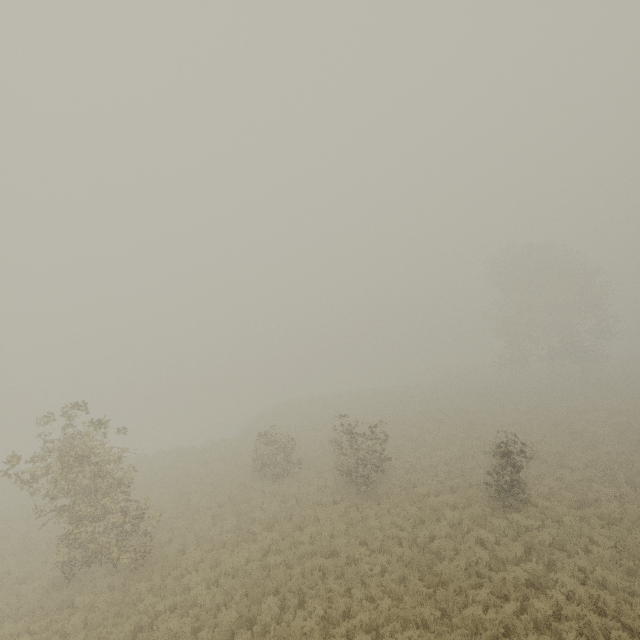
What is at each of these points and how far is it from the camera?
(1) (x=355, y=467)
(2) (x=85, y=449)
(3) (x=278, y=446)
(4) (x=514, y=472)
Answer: (1) tree, 17.1m
(2) tree, 12.0m
(3) tree, 19.7m
(4) tree, 13.4m

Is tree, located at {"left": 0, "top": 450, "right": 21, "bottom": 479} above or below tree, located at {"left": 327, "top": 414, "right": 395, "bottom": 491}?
above

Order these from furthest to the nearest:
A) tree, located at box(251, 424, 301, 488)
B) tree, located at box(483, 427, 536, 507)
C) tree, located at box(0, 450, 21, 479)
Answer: tree, located at box(251, 424, 301, 488) → tree, located at box(483, 427, 536, 507) → tree, located at box(0, 450, 21, 479)

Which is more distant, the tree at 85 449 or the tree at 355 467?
the tree at 355 467

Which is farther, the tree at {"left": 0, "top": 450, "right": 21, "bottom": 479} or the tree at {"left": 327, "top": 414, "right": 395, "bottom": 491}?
the tree at {"left": 327, "top": 414, "right": 395, "bottom": 491}

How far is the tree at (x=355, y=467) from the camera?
16.4m
